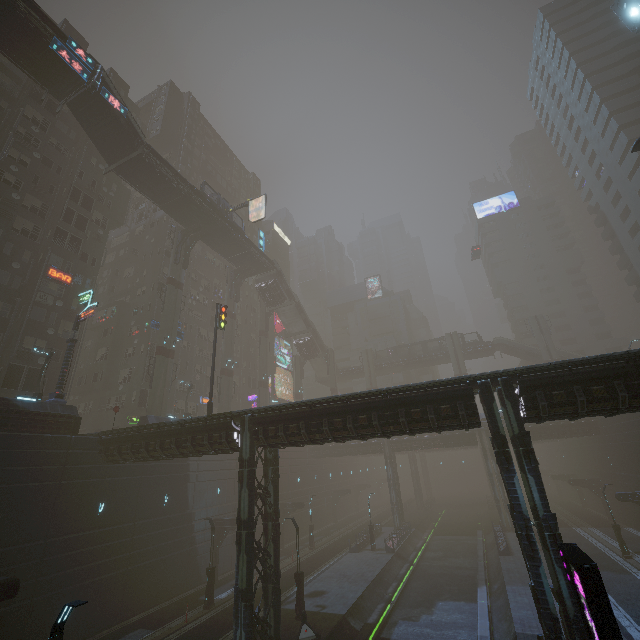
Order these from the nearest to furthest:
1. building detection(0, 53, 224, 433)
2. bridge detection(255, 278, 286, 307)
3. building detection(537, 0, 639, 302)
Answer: building detection(0, 53, 224, 433)
building detection(537, 0, 639, 302)
bridge detection(255, 278, 286, 307)

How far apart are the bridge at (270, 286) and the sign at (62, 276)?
24.5 meters

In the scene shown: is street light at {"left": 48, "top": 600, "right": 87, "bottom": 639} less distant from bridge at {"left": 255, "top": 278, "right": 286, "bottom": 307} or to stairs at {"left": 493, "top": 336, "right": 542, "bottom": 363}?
bridge at {"left": 255, "top": 278, "right": 286, "bottom": 307}

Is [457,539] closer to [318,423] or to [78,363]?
[318,423]

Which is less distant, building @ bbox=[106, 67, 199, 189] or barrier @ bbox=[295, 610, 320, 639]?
barrier @ bbox=[295, 610, 320, 639]

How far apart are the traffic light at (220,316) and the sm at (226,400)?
18.0 meters

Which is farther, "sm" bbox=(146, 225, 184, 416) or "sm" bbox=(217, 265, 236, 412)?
"sm" bbox=(217, 265, 236, 412)

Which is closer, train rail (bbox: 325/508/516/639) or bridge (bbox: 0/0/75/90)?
train rail (bbox: 325/508/516/639)
